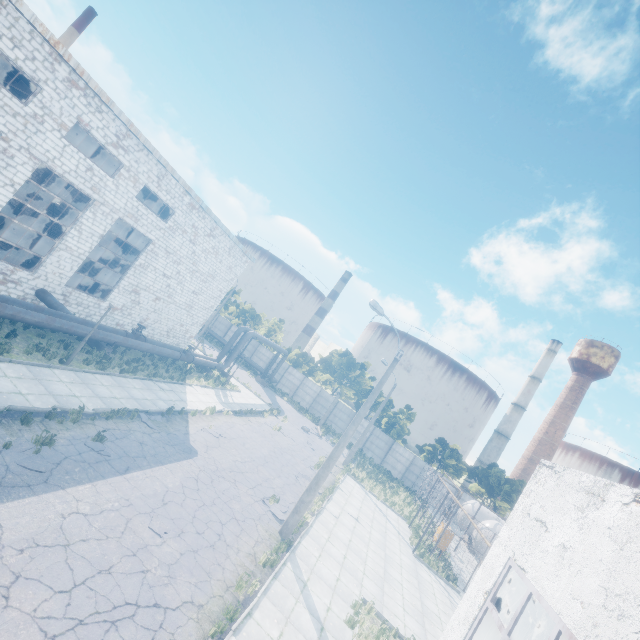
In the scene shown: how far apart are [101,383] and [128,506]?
7.73m

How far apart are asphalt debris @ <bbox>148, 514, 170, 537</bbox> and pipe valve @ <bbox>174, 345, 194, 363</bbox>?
15.2m

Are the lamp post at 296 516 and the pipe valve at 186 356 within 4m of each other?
no

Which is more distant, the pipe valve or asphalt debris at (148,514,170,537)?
the pipe valve

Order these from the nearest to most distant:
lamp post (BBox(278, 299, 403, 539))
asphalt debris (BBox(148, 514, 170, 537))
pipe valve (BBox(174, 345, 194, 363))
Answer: asphalt debris (BBox(148, 514, 170, 537)) → lamp post (BBox(278, 299, 403, 539)) → pipe valve (BBox(174, 345, 194, 363))

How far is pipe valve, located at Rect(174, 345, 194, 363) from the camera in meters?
23.6

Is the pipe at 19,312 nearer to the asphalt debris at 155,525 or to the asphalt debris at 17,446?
the asphalt debris at 17,446

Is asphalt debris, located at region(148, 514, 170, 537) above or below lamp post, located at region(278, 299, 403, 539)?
below
